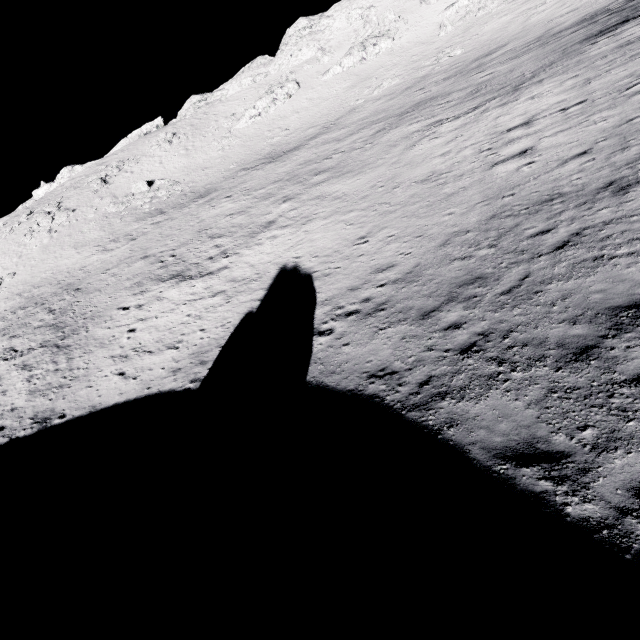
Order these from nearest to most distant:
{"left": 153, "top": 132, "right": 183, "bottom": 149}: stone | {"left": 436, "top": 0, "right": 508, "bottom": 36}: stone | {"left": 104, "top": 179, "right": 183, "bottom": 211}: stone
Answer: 1. {"left": 436, "top": 0, "right": 508, "bottom": 36}: stone
2. {"left": 104, "top": 179, "right": 183, "bottom": 211}: stone
3. {"left": 153, "top": 132, "right": 183, "bottom": 149}: stone

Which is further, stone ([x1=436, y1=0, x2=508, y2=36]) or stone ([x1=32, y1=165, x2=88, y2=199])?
stone ([x1=32, y1=165, x2=88, y2=199])

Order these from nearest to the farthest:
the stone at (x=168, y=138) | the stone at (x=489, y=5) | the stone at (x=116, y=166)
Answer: the stone at (x=489, y=5) < the stone at (x=116, y=166) < the stone at (x=168, y=138)

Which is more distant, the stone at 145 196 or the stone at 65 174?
the stone at 65 174

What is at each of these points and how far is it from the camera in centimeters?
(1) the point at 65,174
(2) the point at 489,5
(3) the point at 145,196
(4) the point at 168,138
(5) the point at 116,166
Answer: (1) stone, 5866cm
(2) stone, 4200cm
(3) stone, 4300cm
(4) stone, 5288cm
(5) stone, 5016cm

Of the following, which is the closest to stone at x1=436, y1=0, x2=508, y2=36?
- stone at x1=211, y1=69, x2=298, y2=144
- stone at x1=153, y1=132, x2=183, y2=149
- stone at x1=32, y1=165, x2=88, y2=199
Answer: stone at x1=211, y1=69, x2=298, y2=144

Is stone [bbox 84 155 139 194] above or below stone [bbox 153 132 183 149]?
below

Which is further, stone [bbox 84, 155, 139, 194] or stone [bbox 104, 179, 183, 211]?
stone [bbox 84, 155, 139, 194]
